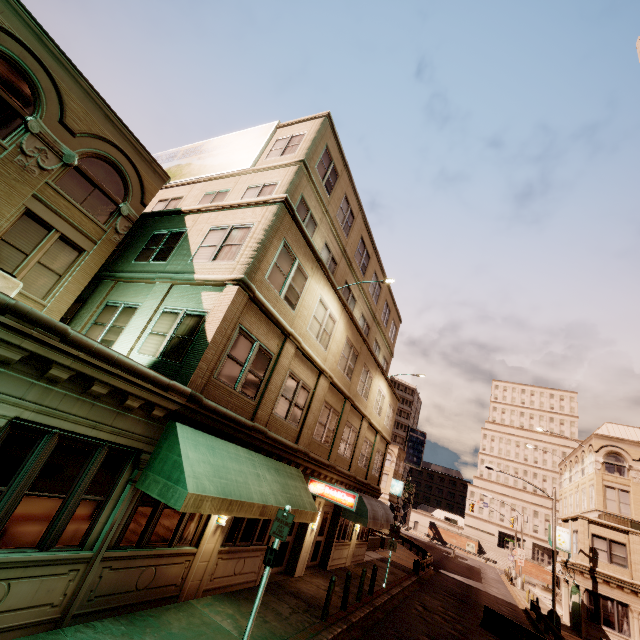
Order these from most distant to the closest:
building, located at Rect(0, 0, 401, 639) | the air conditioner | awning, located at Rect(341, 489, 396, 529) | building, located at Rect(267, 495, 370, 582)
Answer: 1. awning, located at Rect(341, 489, 396, 529)
2. building, located at Rect(267, 495, 370, 582)
3. the air conditioner
4. building, located at Rect(0, 0, 401, 639)

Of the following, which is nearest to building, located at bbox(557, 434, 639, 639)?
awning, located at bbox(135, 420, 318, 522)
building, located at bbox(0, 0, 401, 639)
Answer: awning, located at bbox(135, 420, 318, 522)

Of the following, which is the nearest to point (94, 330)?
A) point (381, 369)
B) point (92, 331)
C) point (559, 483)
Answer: point (92, 331)

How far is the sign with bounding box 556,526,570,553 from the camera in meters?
28.3

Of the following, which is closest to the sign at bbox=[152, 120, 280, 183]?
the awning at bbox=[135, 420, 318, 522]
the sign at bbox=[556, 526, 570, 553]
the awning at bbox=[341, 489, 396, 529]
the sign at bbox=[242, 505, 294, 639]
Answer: → the awning at bbox=[135, 420, 318, 522]

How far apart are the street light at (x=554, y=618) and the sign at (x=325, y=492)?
21.1 meters

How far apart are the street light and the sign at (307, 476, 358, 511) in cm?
2106

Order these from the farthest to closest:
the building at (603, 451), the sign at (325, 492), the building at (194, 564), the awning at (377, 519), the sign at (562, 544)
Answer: the sign at (562, 544)
the building at (603, 451)
the awning at (377, 519)
the sign at (325, 492)
the building at (194, 564)
